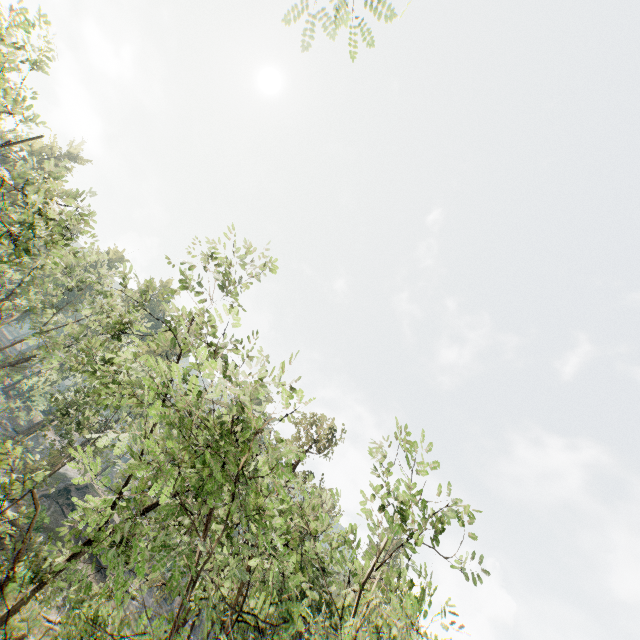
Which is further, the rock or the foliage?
the rock

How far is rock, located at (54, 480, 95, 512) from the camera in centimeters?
4200cm

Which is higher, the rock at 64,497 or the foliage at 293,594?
the foliage at 293,594

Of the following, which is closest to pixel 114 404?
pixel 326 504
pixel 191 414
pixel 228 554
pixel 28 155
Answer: pixel 191 414

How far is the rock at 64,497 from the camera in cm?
4200

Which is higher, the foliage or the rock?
Answer: the foliage
